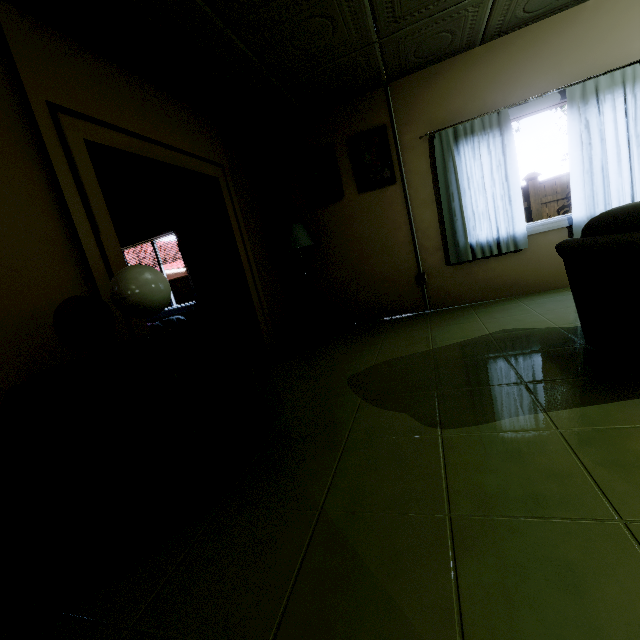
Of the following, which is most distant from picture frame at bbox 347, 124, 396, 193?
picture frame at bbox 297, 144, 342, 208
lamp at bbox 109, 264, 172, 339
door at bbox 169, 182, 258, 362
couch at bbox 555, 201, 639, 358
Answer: lamp at bbox 109, 264, 172, 339

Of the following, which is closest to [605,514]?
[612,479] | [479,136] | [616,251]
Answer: [612,479]

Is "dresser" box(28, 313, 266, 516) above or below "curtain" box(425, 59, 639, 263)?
below

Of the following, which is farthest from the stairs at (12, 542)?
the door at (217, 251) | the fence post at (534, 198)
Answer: the fence post at (534, 198)

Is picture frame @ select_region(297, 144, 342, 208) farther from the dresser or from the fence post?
the fence post

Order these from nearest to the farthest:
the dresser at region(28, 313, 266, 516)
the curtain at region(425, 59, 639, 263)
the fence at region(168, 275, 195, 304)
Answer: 1. the dresser at region(28, 313, 266, 516)
2. the curtain at region(425, 59, 639, 263)
3. the fence at region(168, 275, 195, 304)

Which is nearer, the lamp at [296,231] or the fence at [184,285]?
the lamp at [296,231]

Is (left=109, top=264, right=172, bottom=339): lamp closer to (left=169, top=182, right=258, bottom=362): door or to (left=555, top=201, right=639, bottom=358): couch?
(left=169, top=182, right=258, bottom=362): door
